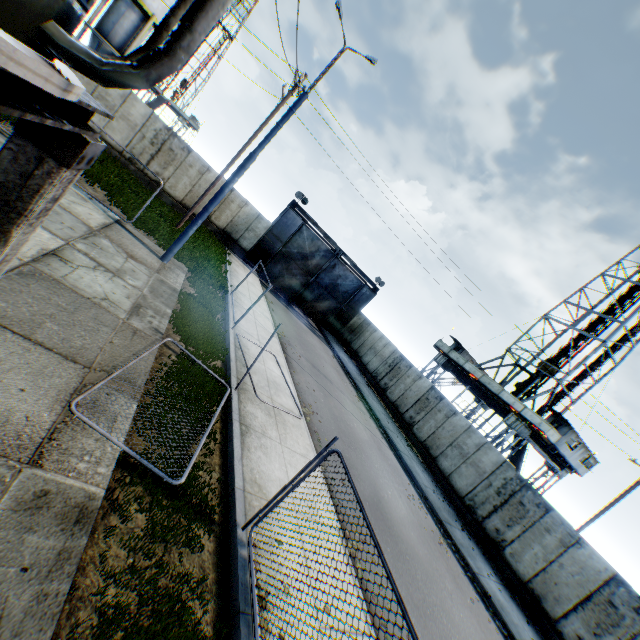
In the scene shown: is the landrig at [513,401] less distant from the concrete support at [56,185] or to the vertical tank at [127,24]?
the concrete support at [56,185]

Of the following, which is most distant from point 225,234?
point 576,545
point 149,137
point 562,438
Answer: point 562,438

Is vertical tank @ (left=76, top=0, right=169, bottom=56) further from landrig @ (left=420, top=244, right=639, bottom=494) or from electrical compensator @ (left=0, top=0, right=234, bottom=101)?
A: landrig @ (left=420, top=244, right=639, bottom=494)

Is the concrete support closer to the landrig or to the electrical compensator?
the electrical compensator

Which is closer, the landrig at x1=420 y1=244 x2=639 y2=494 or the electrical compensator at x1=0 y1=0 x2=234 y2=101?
the electrical compensator at x1=0 y1=0 x2=234 y2=101

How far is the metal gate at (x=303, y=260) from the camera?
25.0 meters

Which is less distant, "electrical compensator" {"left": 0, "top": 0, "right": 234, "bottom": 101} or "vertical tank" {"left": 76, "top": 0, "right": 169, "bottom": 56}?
"electrical compensator" {"left": 0, "top": 0, "right": 234, "bottom": 101}

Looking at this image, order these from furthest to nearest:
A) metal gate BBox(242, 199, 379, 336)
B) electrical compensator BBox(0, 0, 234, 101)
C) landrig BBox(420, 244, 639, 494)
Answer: metal gate BBox(242, 199, 379, 336) → landrig BBox(420, 244, 639, 494) → electrical compensator BBox(0, 0, 234, 101)
